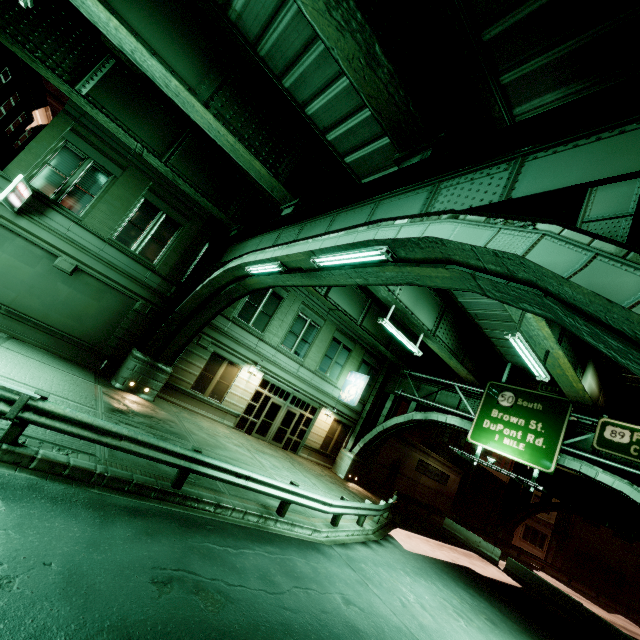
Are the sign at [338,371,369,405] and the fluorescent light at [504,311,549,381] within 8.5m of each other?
no

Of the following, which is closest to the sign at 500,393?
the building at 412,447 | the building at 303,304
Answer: the building at 303,304

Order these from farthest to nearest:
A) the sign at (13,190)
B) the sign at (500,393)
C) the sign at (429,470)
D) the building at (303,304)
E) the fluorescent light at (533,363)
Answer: the sign at (429,470)
the building at (303,304)
the sign at (500,393)
the sign at (13,190)
the fluorescent light at (533,363)

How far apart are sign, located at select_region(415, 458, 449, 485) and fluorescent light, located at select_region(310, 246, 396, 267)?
27.6 meters

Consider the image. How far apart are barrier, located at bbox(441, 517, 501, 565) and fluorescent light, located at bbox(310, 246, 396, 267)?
25.59m

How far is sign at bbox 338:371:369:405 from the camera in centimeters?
2220cm

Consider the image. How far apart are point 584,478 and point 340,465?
24.55m

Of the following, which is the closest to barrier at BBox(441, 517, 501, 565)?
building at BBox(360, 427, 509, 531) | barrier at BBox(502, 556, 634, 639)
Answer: barrier at BBox(502, 556, 634, 639)
